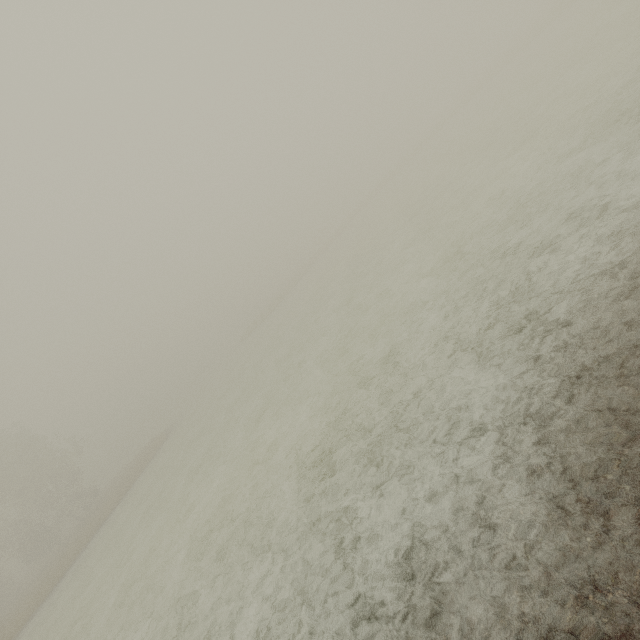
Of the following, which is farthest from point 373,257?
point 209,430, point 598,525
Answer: point 598,525
